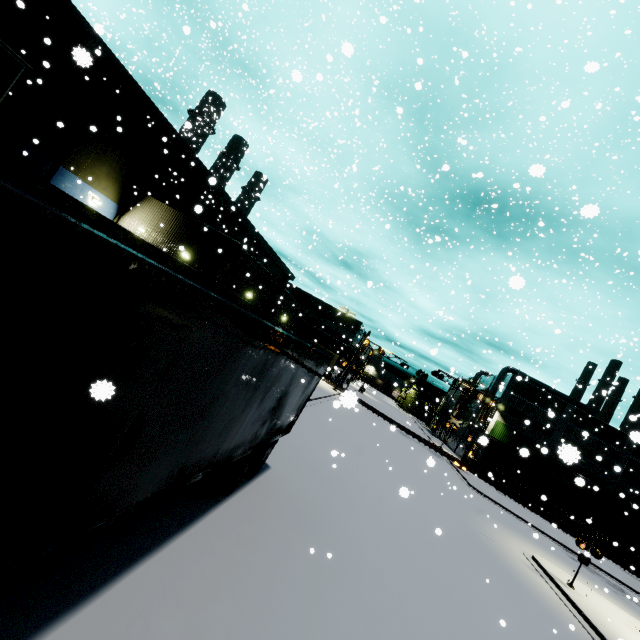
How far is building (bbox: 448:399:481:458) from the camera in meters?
51.3 m

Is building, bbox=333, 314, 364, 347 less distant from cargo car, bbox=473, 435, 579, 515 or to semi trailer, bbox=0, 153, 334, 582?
semi trailer, bbox=0, 153, 334, 582

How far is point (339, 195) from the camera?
40.06m

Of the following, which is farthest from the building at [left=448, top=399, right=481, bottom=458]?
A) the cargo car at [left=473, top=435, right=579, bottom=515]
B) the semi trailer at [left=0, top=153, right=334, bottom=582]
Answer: the cargo car at [left=473, top=435, right=579, bottom=515]

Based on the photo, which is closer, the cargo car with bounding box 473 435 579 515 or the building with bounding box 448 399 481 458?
the cargo car with bounding box 473 435 579 515

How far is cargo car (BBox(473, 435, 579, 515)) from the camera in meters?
39.4 m

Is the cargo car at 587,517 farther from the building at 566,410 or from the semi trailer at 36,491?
the building at 566,410

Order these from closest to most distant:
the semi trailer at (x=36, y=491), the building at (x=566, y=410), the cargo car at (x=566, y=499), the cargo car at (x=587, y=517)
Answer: the semi trailer at (x=36, y=491) → the cargo car at (x=587, y=517) → the cargo car at (x=566, y=499) → the building at (x=566, y=410)
